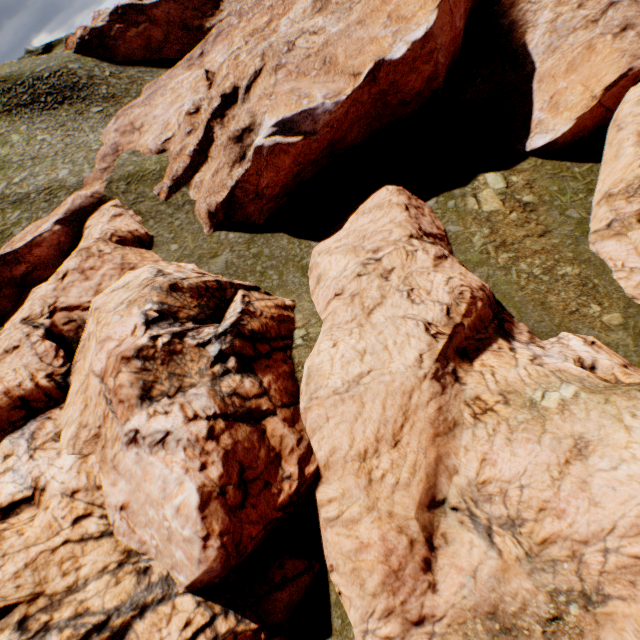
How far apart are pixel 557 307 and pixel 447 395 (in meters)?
9.56
